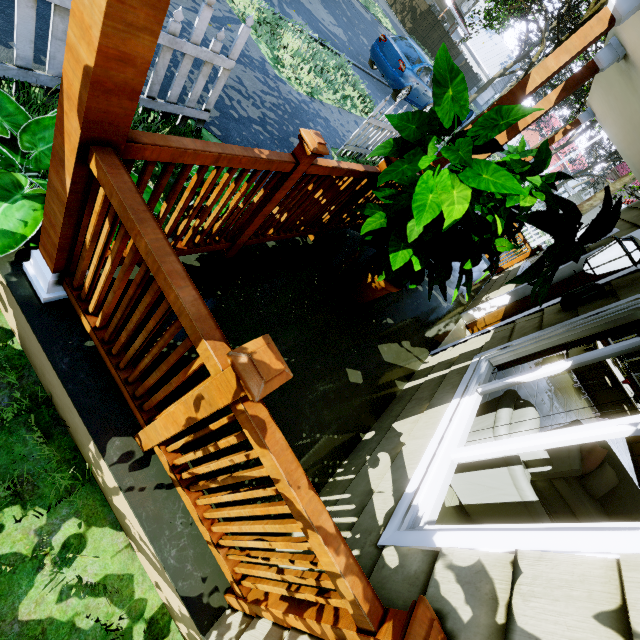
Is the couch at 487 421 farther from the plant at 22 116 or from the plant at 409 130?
the plant at 22 116

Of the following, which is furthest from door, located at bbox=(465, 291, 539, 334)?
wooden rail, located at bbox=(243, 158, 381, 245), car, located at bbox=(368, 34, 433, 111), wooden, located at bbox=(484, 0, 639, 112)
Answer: car, located at bbox=(368, 34, 433, 111)

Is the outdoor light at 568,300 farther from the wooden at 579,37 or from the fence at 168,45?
the fence at 168,45

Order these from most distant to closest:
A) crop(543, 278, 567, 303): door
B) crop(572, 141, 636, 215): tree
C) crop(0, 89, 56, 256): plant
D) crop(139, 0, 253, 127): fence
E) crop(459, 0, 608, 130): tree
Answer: crop(572, 141, 636, 215): tree, crop(459, 0, 608, 130): tree, crop(543, 278, 567, 303): door, crop(139, 0, 253, 127): fence, crop(0, 89, 56, 256): plant

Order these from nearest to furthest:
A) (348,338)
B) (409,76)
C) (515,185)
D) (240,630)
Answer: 1. (240,630)
2. (515,185)
3. (348,338)
4. (409,76)

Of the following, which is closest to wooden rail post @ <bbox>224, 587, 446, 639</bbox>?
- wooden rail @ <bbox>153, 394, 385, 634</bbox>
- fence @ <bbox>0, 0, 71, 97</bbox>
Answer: wooden rail @ <bbox>153, 394, 385, 634</bbox>

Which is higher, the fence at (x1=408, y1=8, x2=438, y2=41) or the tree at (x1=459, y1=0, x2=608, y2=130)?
the tree at (x1=459, y1=0, x2=608, y2=130)

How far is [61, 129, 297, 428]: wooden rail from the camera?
0.97m
